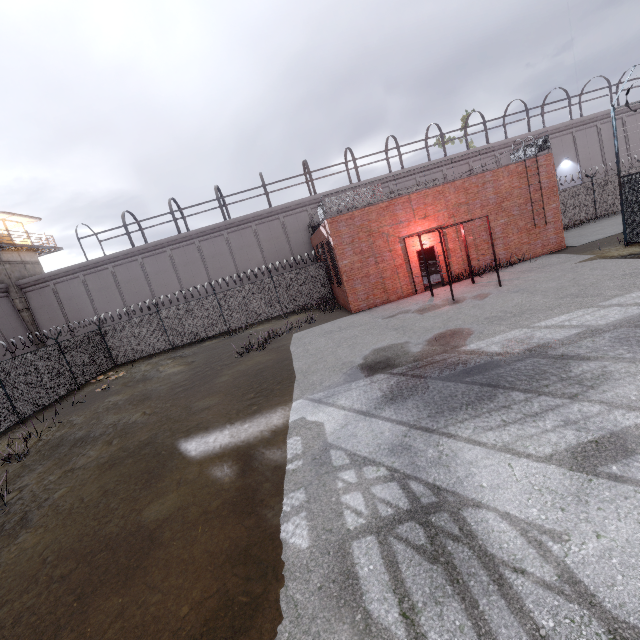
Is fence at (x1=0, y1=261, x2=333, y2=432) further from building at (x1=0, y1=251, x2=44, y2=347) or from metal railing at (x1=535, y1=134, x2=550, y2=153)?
building at (x1=0, y1=251, x2=44, y2=347)

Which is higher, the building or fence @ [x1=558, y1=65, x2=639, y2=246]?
the building

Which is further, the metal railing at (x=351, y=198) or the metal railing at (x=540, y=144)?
the metal railing at (x=540, y=144)

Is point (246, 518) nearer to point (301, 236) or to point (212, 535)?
point (212, 535)

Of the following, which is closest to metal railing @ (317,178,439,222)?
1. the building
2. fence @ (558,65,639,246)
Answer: fence @ (558,65,639,246)

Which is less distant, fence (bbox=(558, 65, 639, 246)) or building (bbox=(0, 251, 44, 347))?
fence (bbox=(558, 65, 639, 246))

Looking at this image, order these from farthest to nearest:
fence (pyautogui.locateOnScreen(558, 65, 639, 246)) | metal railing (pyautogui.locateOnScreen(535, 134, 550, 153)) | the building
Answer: the building, metal railing (pyautogui.locateOnScreen(535, 134, 550, 153)), fence (pyautogui.locateOnScreen(558, 65, 639, 246))

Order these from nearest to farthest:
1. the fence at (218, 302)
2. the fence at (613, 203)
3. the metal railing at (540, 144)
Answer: the fence at (613, 203) → the fence at (218, 302) → the metal railing at (540, 144)
